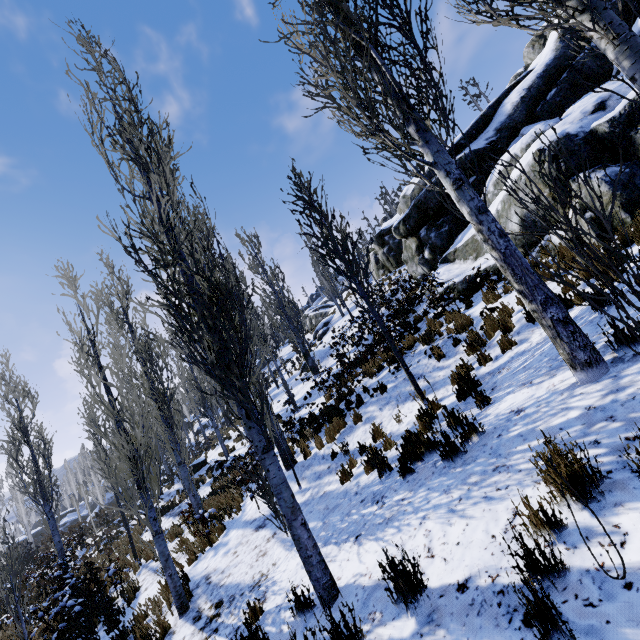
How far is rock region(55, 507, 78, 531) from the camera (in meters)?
43.80

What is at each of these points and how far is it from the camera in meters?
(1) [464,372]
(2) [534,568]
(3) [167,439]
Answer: (1) instancedfoliageactor, 5.9
(2) instancedfoliageactor, 2.1
(3) instancedfoliageactor, 10.9

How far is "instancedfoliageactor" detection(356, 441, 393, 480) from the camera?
5.5m

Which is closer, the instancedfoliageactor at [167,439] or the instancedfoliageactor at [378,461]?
the instancedfoliageactor at [167,439]

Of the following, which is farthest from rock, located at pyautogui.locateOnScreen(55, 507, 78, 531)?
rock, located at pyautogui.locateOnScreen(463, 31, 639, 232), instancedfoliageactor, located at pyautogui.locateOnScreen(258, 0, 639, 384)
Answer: rock, located at pyautogui.locateOnScreen(463, 31, 639, 232)

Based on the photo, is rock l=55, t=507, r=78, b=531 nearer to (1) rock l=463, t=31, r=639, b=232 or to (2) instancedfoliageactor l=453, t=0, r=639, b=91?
(2) instancedfoliageactor l=453, t=0, r=639, b=91

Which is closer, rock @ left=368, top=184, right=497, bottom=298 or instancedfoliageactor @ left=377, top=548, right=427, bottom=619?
instancedfoliageactor @ left=377, top=548, right=427, bottom=619

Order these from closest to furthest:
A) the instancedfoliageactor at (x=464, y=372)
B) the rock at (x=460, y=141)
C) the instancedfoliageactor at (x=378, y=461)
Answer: the instancedfoliageactor at (x=464, y=372), the instancedfoliageactor at (x=378, y=461), the rock at (x=460, y=141)
